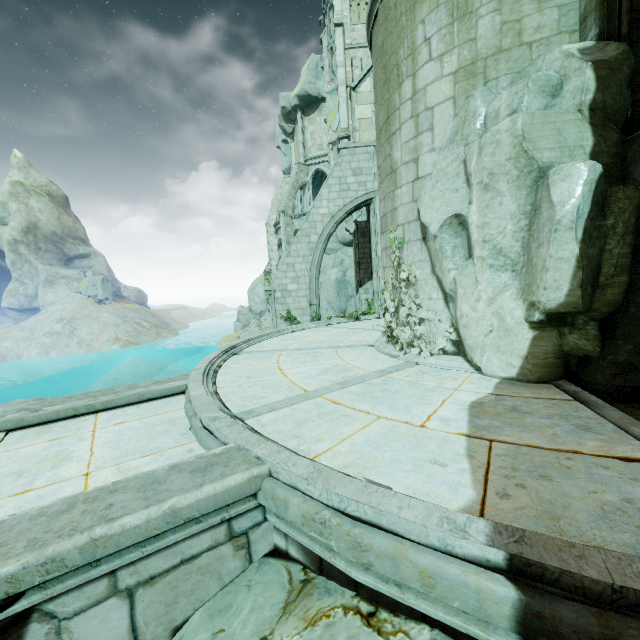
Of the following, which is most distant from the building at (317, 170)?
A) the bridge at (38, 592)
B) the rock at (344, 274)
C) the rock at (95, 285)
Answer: the bridge at (38, 592)

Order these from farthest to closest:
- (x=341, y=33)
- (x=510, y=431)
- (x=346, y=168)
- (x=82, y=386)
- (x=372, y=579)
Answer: (x=82, y=386)
(x=341, y=33)
(x=346, y=168)
(x=510, y=431)
(x=372, y=579)

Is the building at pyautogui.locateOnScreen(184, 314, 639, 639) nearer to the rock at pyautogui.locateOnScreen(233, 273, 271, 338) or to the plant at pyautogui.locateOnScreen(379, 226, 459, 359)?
the plant at pyautogui.locateOnScreen(379, 226, 459, 359)

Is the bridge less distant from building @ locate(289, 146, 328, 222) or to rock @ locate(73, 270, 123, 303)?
building @ locate(289, 146, 328, 222)

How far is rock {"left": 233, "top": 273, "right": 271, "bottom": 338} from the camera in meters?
44.0 m

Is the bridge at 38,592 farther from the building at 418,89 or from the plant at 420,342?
the plant at 420,342

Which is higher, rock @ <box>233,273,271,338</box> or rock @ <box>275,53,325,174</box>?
rock @ <box>275,53,325,174</box>

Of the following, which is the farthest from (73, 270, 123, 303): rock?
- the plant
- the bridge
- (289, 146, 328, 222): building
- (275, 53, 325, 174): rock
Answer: the plant
